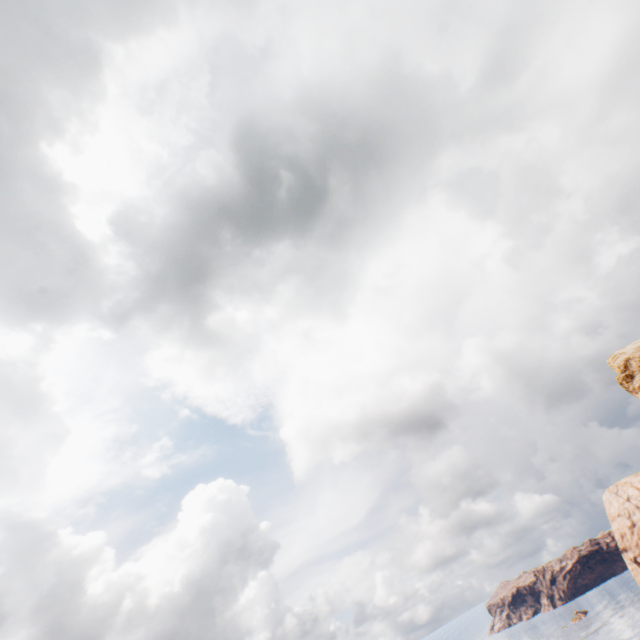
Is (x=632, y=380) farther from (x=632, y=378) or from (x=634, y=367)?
(x=634, y=367)
